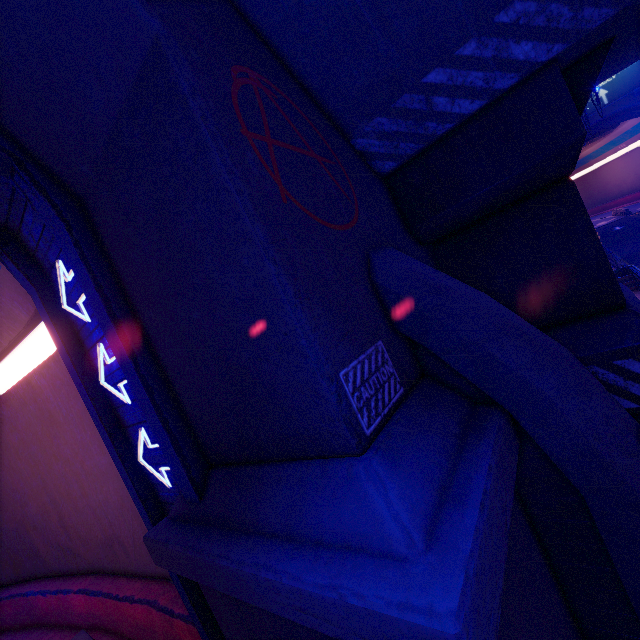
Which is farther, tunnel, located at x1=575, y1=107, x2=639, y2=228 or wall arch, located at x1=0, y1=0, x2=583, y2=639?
tunnel, located at x1=575, y1=107, x2=639, y2=228

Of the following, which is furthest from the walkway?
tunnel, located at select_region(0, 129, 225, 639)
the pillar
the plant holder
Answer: the plant holder

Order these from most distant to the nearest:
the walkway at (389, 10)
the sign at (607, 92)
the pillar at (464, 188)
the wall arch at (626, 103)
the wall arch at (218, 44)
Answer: the wall arch at (626, 103), the sign at (607, 92), the pillar at (464, 188), the walkway at (389, 10), the wall arch at (218, 44)

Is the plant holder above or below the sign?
below

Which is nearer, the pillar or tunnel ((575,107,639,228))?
the pillar

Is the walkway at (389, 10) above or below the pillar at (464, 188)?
above

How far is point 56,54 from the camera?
3.0m

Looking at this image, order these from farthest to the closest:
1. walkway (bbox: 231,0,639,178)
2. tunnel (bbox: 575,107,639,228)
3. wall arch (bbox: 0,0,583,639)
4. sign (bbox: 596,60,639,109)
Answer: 1. tunnel (bbox: 575,107,639,228)
2. sign (bbox: 596,60,639,109)
3. walkway (bbox: 231,0,639,178)
4. wall arch (bbox: 0,0,583,639)
